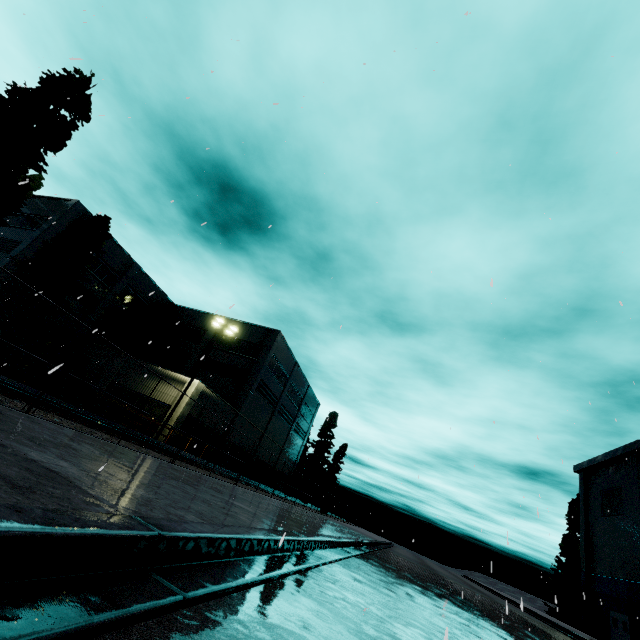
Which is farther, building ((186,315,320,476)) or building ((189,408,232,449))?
building ((186,315,320,476))

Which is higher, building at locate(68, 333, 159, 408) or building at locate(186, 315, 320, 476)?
building at locate(186, 315, 320, 476)

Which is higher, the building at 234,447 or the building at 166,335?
the building at 166,335

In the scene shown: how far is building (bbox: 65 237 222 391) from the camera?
32.0m

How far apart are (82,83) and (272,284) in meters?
18.8

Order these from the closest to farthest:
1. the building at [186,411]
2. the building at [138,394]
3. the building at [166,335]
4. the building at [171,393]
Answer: the building at [186,411], the building at [171,393], the building at [138,394], the building at [166,335]

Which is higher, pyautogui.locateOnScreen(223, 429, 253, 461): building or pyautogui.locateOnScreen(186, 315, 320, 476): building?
pyautogui.locateOnScreen(186, 315, 320, 476): building

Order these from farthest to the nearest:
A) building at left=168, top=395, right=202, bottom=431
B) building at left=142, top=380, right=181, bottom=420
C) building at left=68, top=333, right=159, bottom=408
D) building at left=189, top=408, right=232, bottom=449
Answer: building at left=189, top=408, right=232, bottom=449, building at left=68, top=333, right=159, bottom=408, building at left=142, top=380, right=181, bottom=420, building at left=168, top=395, right=202, bottom=431
